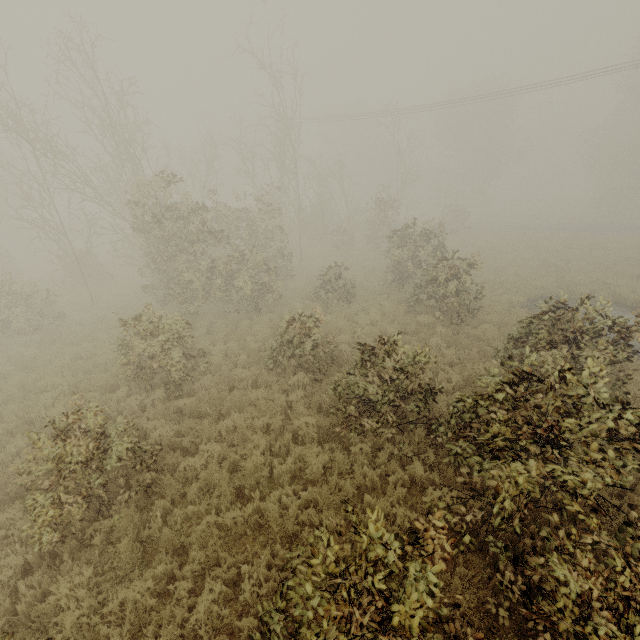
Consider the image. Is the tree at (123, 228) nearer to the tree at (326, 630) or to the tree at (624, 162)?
the tree at (624, 162)

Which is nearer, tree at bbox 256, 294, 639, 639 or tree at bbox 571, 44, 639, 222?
tree at bbox 256, 294, 639, 639

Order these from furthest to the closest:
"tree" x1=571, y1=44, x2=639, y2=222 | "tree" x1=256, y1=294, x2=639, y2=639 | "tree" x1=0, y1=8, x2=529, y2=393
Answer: "tree" x1=571, y1=44, x2=639, y2=222
"tree" x1=0, y1=8, x2=529, y2=393
"tree" x1=256, y1=294, x2=639, y2=639

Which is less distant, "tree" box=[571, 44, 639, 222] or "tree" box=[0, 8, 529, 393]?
"tree" box=[0, 8, 529, 393]

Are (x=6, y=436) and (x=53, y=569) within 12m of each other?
yes

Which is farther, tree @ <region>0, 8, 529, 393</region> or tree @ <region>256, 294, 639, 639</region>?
tree @ <region>0, 8, 529, 393</region>

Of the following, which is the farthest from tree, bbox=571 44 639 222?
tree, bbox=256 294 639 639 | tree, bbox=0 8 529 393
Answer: tree, bbox=256 294 639 639
